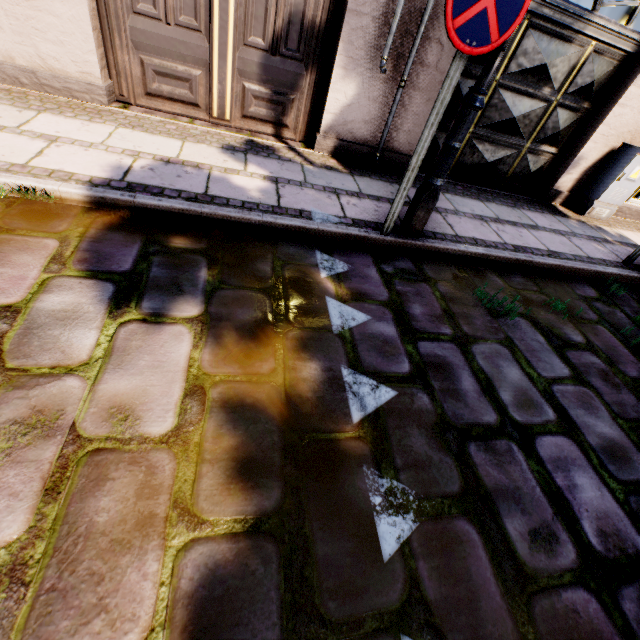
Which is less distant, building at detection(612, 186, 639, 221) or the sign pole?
the sign pole

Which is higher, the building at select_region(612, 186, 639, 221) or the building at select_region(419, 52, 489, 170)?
the building at select_region(419, 52, 489, 170)

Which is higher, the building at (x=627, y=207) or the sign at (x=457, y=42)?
the sign at (x=457, y=42)

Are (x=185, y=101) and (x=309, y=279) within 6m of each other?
yes

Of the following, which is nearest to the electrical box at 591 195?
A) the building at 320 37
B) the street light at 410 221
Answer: the street light at 410 221

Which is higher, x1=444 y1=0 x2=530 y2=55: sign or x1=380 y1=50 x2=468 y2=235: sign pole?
x1=444 y1=0 x2=530 y2=55: sign

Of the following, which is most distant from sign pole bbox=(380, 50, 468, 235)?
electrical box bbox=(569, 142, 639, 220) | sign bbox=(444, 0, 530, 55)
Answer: electrical box bbox=(569, 142, 639, 220)

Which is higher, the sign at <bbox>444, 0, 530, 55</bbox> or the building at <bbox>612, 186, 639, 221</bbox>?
the sign at <bbox>444, 0, 530, 55</bbox>
